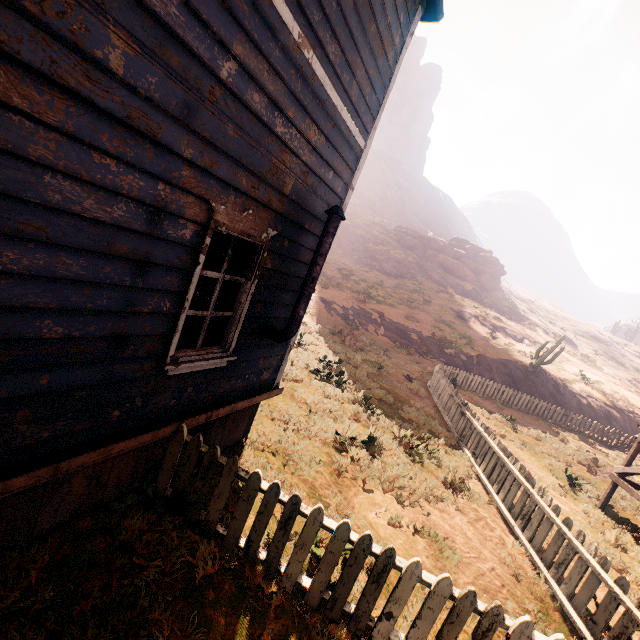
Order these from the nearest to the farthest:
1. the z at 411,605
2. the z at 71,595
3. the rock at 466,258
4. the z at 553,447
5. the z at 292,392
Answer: the z at 71,595
the z at 411,605
the z at 292,392
the z at 553,447
the rock at 466,258

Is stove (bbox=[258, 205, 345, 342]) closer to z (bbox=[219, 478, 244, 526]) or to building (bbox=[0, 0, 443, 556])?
building (bbox=[0, 0, 443, 556])

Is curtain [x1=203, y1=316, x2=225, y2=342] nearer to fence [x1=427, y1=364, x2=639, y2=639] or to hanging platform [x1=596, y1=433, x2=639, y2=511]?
fence [x1=427, y1=364, x2=639, y2=639]

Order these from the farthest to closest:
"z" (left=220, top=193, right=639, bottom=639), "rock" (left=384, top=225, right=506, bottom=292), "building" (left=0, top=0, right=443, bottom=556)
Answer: "rock" (left=384, top=225, right=506, bottom=292) → "z" (left=220, top=193, right=639, bottom=639) → "building" (left=0, top=0, right=443, bottom=556)

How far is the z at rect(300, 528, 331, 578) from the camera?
3.67m

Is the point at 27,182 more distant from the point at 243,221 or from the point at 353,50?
the point at 353,50

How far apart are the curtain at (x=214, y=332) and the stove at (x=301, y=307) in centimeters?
55cm

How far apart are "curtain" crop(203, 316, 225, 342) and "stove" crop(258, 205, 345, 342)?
0.6m
